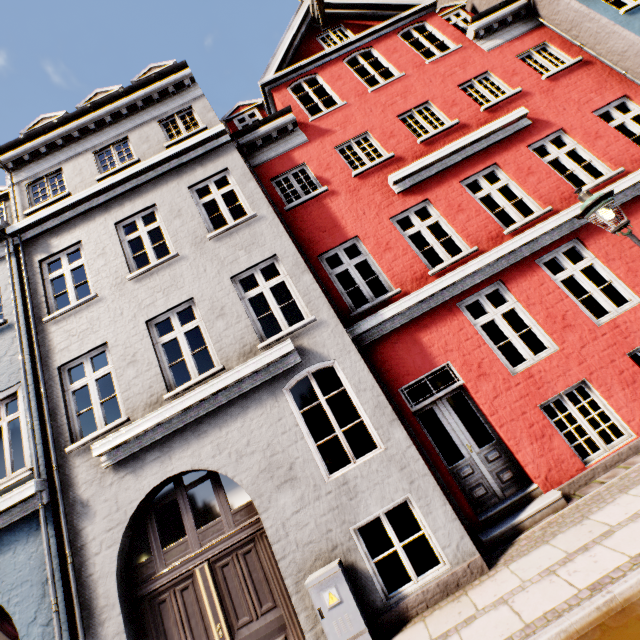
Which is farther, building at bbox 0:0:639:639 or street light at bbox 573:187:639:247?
building at bbox 0:0:639:639

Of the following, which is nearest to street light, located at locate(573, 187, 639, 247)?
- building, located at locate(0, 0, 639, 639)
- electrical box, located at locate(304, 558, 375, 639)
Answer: building, located at locate(0, 0, 639, 639)

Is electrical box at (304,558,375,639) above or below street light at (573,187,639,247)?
below

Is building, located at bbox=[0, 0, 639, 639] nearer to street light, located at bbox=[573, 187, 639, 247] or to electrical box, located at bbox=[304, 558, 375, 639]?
electrical box, located at bbox=[304, 558, 375, 639]

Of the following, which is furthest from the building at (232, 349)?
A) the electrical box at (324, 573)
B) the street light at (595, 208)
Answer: the street light at (595, 208)

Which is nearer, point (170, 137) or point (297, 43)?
point (297, 43)

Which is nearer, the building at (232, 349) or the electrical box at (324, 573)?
the electrical box at (324, 573)
